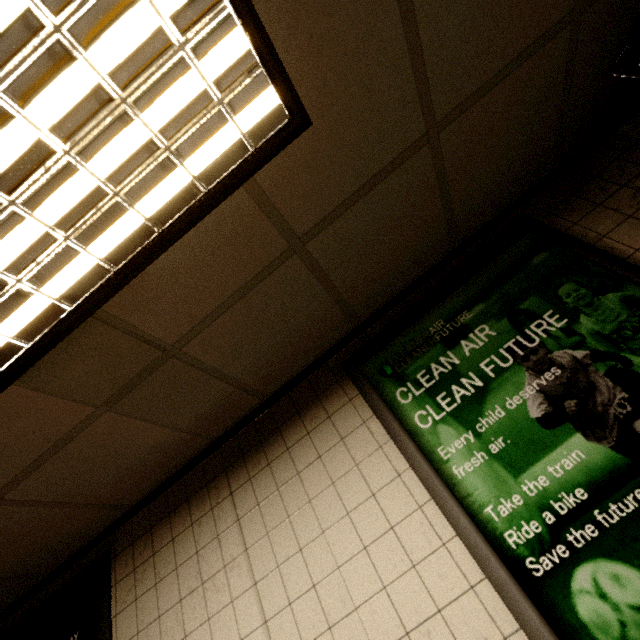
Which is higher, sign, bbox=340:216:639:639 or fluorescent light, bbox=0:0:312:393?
fluorescent light, bbox=0:0:312:393

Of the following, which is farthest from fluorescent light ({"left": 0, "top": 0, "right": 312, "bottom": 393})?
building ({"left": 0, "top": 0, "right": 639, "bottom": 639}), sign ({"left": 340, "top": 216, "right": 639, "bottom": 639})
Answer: sign ({"left": 340, "top": 216, "right": 639, "bottom": 639})

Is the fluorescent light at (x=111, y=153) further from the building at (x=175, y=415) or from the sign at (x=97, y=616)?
the sign at (x=97, y=616)

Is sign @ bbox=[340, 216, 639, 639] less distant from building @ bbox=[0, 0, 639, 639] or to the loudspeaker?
building @ bbox=[0, 0, 639, 639]

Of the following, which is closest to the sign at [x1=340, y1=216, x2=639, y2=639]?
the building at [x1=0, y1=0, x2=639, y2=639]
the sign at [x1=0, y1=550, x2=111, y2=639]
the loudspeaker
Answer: the building at [x1=0, y1=0, x2=639, y2=639]

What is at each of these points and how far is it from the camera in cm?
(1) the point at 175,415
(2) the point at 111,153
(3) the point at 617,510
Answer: (1) building, 169
(2) fluorescent light, 87
(3) sign, 106

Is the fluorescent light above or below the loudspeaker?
above

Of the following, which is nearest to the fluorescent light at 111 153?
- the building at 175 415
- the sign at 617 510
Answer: the building at 175 415
